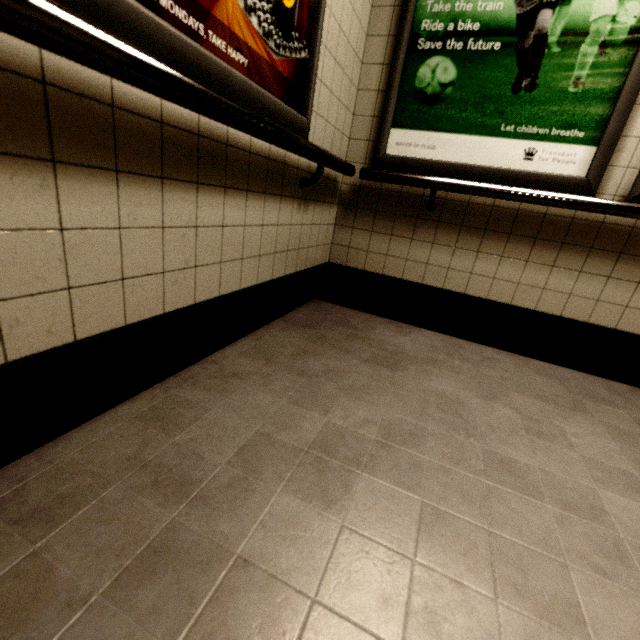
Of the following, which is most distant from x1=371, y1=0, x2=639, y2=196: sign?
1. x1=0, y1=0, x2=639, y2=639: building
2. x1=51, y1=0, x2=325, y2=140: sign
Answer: x1=51, y1=0, x2=325, y2=140: sign

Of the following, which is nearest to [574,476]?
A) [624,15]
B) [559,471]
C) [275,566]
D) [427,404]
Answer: [559,471]

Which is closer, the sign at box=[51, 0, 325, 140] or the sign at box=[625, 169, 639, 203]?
the sign at box=[51, 0, 325, 140]

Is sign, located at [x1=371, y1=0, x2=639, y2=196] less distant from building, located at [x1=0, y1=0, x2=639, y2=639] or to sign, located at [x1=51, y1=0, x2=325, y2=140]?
building, located at [x1=0, y1=0, x2=639, y2=639]

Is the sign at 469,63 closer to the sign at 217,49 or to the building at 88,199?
the building at 88,199

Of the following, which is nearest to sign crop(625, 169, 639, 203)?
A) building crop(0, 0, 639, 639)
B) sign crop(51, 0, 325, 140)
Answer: building crop(0, 0, 639, 639)

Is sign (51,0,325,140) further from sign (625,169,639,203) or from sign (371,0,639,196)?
sign (625,169,639,203)

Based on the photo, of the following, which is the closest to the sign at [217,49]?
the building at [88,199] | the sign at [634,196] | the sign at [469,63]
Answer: the building at [88,199]
